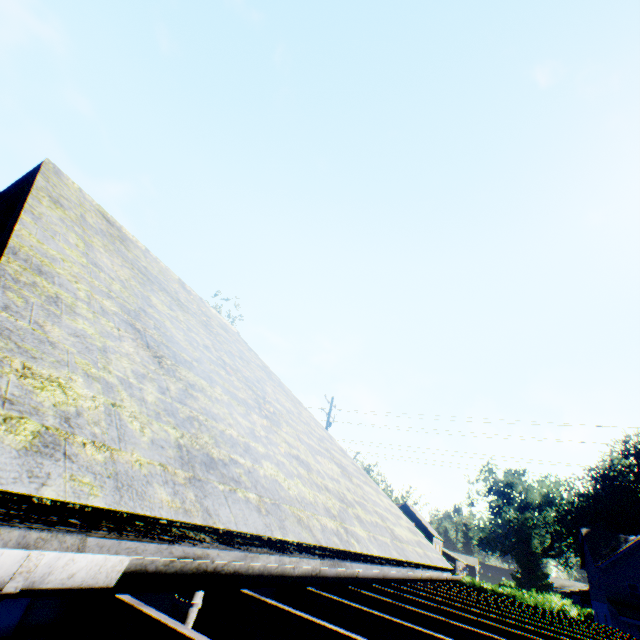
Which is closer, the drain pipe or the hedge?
the drain pipe

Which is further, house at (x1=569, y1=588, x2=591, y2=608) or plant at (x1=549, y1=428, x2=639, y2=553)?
house at (x1=569, y1=588, x2=591, y2=608)

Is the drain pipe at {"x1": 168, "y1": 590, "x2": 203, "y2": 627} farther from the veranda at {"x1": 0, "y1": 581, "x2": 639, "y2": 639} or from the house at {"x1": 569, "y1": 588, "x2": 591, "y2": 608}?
the house at {"x1": 569, "y1": 588, "x2": 591, "y2": 608}

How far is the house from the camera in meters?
58.6 m

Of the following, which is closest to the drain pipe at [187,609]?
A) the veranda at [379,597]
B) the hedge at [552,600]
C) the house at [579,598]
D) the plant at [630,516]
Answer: the veranda at [379,597]

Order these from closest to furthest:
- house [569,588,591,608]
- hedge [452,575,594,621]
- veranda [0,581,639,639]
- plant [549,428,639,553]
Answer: veranda [0,581,639,639] < hedge [452,575,594,621] < plant [549,428,639,553] < house [569,588,591,608]

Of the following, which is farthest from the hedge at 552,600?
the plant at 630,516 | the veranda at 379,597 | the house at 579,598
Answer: the veranda at 379,597

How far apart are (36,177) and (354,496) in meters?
6.4 m
